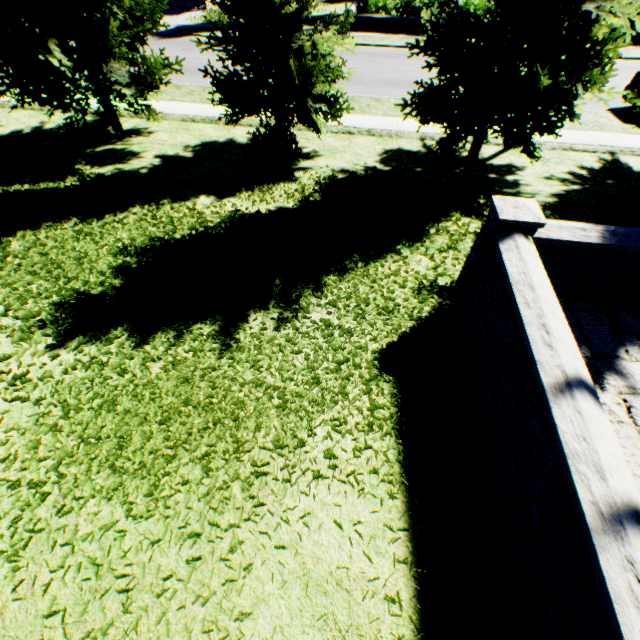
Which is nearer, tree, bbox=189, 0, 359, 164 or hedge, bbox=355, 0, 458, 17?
tree, bbox=189, 0, 359, 164

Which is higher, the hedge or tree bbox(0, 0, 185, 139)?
tree bbox(0, 0, 185, 139)

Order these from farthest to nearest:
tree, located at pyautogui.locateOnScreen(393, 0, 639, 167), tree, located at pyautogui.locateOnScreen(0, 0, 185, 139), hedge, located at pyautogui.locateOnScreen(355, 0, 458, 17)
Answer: hedge, located at pyautogui.locateOnScreen(355, 0, 458, 17), tree, located at pyautogui.locateOnScreen(0, 0, 185, 139), tree, located at pyautogui.locateOnScreen(393, 0, 639, 167)

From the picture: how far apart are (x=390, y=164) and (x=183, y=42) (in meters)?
17.55

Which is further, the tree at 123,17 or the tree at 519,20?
the tree at 123,17
